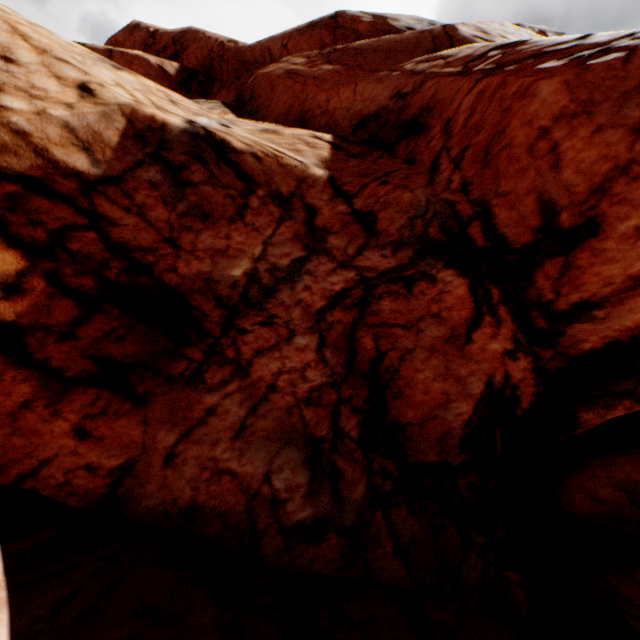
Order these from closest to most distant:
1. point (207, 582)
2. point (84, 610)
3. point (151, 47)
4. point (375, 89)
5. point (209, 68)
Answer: point (84, 610) → point (207, 582) → point (375, 89) → point (209, 68) → point (151, 47)
